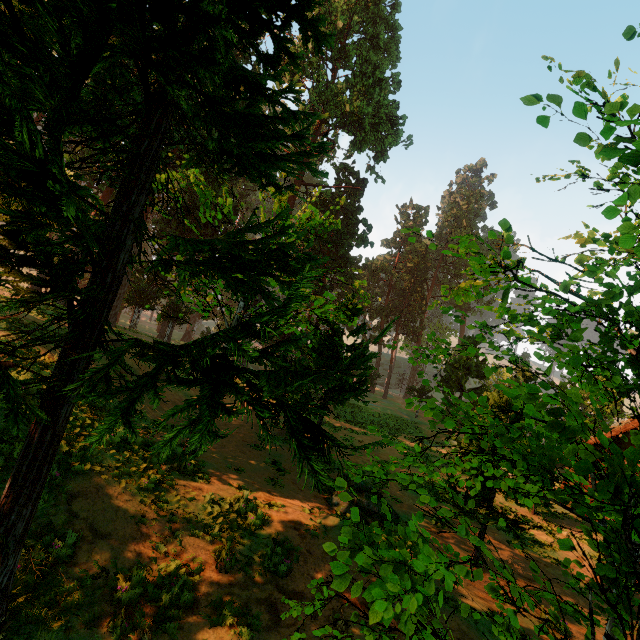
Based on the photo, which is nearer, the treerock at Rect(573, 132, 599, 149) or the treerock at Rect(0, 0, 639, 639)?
the treerock at Rect(0, 0, 639, 639)

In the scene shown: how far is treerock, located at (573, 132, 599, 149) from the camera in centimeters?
451cm

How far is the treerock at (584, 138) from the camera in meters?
4.5 m

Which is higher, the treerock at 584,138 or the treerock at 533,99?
the treerock at 533,99

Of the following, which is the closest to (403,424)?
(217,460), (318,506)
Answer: (318,506)

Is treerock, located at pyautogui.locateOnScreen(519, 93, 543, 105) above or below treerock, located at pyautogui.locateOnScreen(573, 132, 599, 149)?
above
